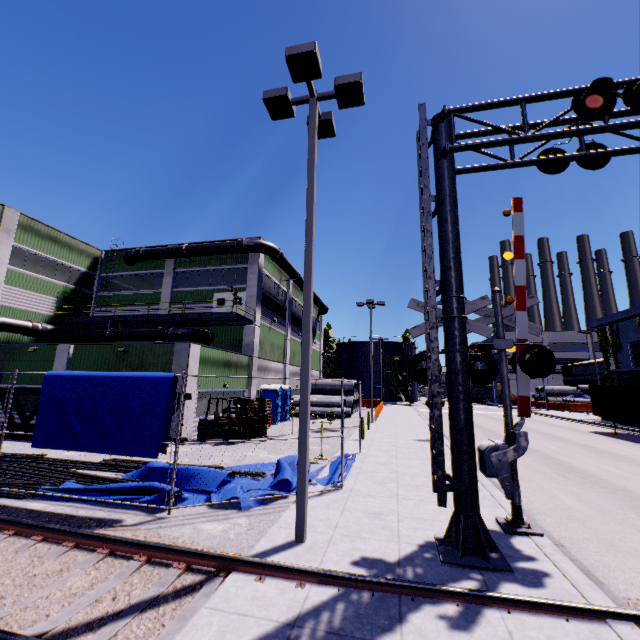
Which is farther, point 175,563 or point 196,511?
point 196,511

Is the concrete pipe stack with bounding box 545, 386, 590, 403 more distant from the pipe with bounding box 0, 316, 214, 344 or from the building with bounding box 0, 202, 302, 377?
the pipe with bounding box 0, 316, 214, 344

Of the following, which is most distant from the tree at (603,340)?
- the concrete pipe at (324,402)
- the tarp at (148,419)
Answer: the concrete pipe at (324,402)

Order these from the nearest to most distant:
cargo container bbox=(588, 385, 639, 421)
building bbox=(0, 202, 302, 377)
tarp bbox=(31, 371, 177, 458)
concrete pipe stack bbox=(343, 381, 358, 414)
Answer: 1. tarp bbox=(31, 371, 177, 458)
2. building bbox=(0, 202, 302, 377)
3. cargo container bbox=(588, 385, 639, 421)
4. concrete pipe stack bbox=(343, 381, 358, 414)

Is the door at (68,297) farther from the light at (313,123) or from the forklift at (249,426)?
the light at (313,123)

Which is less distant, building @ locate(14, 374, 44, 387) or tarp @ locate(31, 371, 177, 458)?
tarp @ locate(31, 371, 177, 458)

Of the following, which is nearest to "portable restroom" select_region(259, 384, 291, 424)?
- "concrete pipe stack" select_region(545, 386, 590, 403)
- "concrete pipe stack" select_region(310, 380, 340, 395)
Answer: "concrete pipe stack" select_region(310, 380, 340, 395)

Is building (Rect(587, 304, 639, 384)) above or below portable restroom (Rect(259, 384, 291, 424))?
above
